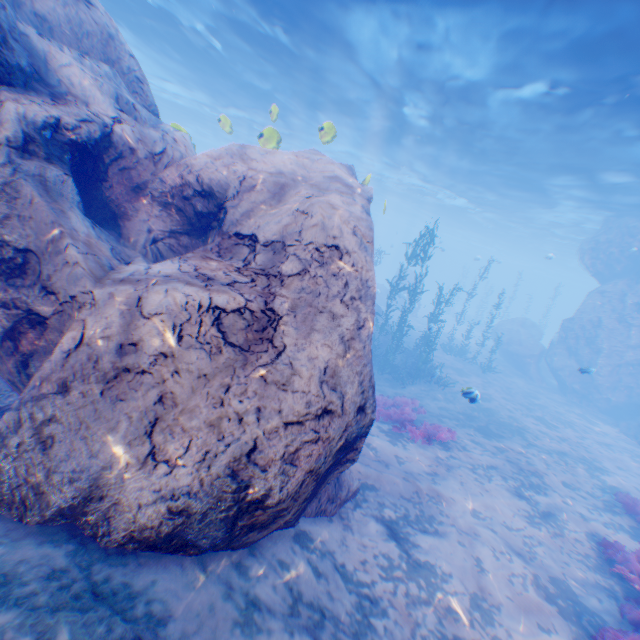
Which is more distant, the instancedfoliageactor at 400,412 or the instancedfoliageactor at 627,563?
the instancedfoliageactor at 400,412

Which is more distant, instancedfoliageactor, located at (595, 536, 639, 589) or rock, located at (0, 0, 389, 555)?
instancedfoliageactor, located at (595, 536, 639, 589)

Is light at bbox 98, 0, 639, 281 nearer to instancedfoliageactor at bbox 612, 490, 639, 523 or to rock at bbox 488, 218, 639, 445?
rock at bbox 488, 218, 639, 445

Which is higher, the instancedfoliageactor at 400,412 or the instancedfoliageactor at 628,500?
the instancedfoliageactor at 628,500

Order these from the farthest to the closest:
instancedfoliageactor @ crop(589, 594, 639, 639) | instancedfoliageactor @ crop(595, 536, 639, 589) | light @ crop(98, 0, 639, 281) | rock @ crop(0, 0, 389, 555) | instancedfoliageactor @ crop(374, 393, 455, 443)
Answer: instancedfoliageactor @ crop(374, 393, 455, 443) → light @ crop(98, 0, 639, 281) → instancedfoliageactor @ crop(595, 536, 639, 589) → instancedfoliageactor @ crop(589, 594, 639, 639) → rock @ crop(0, 0, 389, 555)

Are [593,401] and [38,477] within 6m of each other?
no

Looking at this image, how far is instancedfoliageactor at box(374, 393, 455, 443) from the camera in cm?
1075

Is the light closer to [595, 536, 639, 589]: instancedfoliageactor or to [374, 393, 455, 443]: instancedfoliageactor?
[374, 393, 455, 443]: instancedfoliageactor
